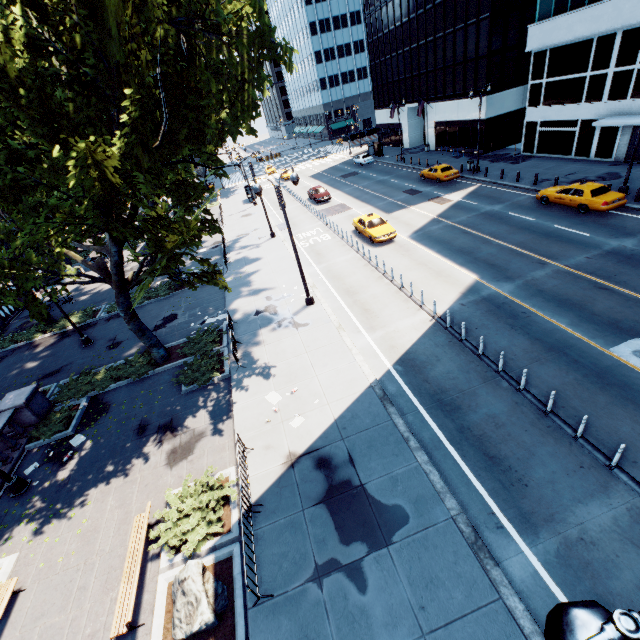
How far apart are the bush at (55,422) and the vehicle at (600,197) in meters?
31.5 m

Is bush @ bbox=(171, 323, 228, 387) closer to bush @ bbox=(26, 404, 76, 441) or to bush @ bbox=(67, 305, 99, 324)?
bush @ bbox=(26, 404, 76, 441)

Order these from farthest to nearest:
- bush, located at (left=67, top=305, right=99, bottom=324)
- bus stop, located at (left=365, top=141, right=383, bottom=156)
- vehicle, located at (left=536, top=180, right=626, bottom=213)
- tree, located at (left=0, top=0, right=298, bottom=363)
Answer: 1. bus stop, located at (left=365, top=141, right=383, bottom=156)
2. bush, located at (left=67, top=305, right=99, bottom=324)
3. vehicle, located at (left=536, top=180, right=626, bottom=213)
4. tree, located at (left=0, top=0, right=298, bottom=363)

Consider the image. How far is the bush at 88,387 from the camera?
16.7m

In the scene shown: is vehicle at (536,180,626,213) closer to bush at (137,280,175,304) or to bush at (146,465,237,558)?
bush at (146,465,237,558)

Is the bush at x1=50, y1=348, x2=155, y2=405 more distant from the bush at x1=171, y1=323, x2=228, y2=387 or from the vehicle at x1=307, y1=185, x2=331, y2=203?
the vehicle at x1=307, y1=185, x2=331, y2=203

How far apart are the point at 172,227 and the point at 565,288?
17.60m

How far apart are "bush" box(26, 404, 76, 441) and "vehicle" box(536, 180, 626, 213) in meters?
31.5 m
